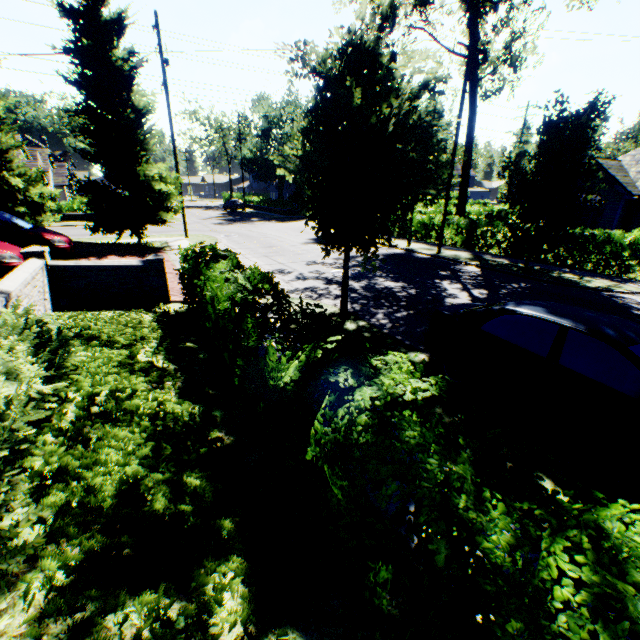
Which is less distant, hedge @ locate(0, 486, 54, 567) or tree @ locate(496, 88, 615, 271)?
hedge @ locate(0, 486, 54, 567)

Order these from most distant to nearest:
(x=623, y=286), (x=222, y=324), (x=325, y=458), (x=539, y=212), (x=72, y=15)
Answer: (x=72, y=15) → (x=539, y=212) → (x=623, y=286) → (x=222, y=324) → (x=325, y=458)

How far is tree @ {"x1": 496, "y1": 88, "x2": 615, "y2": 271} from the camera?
11.04m

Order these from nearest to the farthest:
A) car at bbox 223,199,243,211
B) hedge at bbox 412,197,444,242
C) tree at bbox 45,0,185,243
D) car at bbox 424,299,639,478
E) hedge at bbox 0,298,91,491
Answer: hedge at bbox 0,298,91,491, car at bbox 424,299,639,478, tree at bbox 45,0,185,243, hedge at bbox 412,197,444,242, car at bbox 223,199,243,211

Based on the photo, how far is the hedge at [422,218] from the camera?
20.6m

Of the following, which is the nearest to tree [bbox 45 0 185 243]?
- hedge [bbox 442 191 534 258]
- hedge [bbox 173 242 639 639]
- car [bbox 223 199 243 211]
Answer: hedge [bbox 442 191 534 258]

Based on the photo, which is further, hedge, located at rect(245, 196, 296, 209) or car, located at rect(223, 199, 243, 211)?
car, located at rect(223, 199, 243, 211)

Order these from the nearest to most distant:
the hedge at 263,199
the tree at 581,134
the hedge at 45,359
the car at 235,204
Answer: the hedge at 45,359, the tree at 581,134, the hedge at 263,199, the car at 235,204
